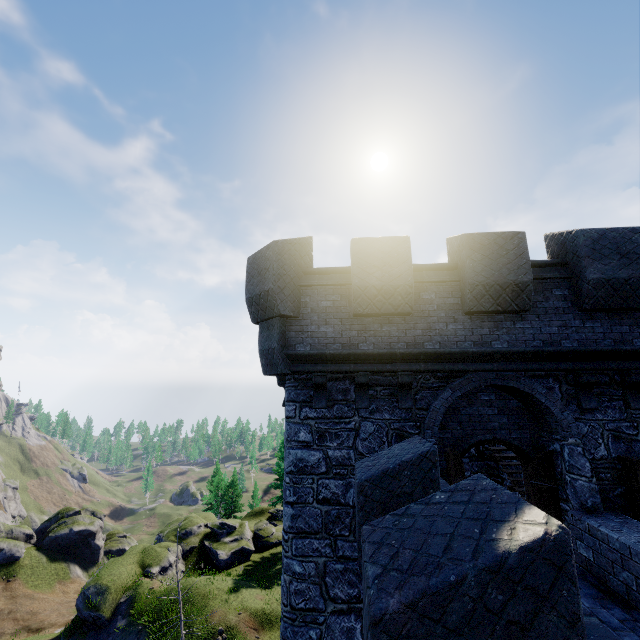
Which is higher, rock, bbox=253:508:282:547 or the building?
the building

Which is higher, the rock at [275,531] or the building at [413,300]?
the building at [413,300]

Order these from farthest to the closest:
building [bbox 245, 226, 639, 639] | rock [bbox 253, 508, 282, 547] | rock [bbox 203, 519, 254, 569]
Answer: rock [bbox 253, 508, 282, 547] < rock [bbox 203, 519, 254, 569] < building [bbox 245, 226, 639, 639]

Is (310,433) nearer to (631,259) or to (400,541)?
(400,541)

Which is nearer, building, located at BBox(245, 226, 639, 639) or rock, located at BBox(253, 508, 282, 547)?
building, located at BBox(245, 226, 639, 639)

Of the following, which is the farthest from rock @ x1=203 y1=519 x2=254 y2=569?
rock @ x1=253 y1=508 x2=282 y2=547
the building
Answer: the building

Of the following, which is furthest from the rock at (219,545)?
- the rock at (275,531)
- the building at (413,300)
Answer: the building at (413,300)
